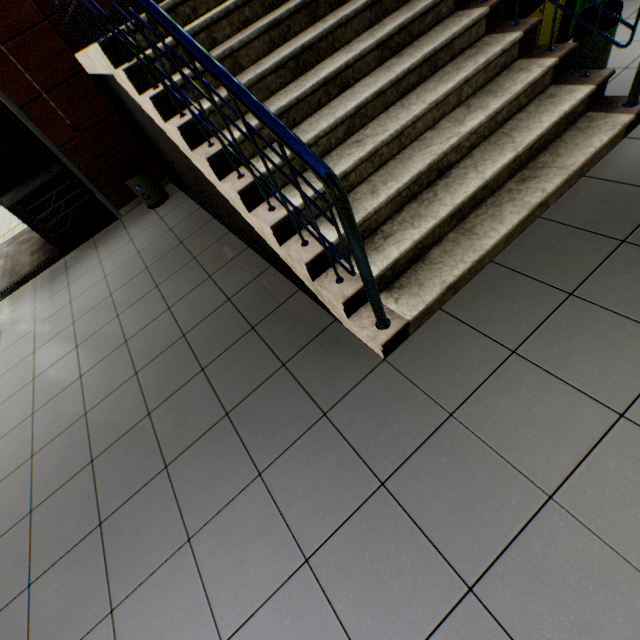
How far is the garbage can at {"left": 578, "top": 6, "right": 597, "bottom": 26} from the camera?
2.3m

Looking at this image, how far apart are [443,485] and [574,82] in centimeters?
304cm

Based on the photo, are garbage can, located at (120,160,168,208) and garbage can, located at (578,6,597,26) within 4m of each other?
no

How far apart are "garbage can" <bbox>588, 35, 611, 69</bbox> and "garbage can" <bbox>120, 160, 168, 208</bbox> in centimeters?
484cm

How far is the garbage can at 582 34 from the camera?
2.38m

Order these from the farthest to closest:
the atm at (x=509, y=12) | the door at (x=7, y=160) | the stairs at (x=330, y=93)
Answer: the door at (x=7, y=160) < the atm at (x=509, y=12) < the stairs at (x=330, y=93)

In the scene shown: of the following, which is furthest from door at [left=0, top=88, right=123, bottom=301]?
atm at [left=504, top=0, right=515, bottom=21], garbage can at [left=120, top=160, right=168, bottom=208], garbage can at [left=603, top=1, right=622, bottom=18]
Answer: garbage can at [left=603, top=1, right=622, bottom=18]

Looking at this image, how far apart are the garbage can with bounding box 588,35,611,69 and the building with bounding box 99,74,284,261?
2.67m
